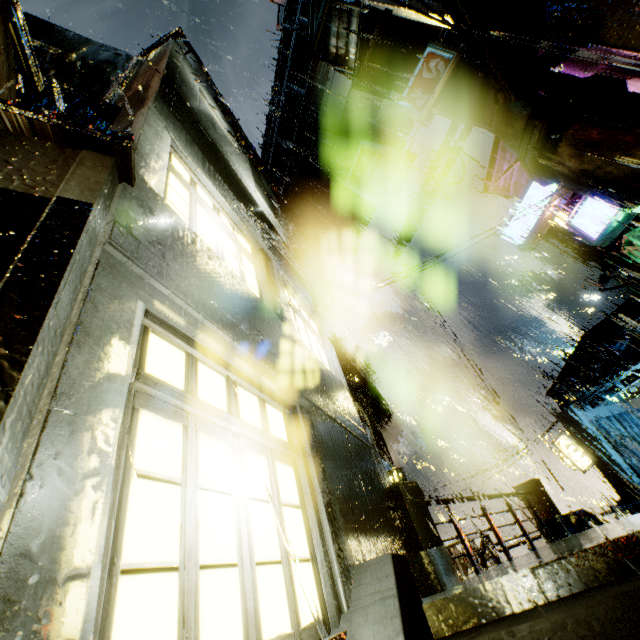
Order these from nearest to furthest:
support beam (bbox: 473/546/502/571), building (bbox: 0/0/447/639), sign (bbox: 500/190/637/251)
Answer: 1. building (bbox: 0/0/447/639)
2. support beam (bbox: 473/546/502/571)
3. sign (bbox: 500/190/637/251)

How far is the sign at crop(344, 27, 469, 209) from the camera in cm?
845

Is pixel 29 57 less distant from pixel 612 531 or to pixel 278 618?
pixel 278 618

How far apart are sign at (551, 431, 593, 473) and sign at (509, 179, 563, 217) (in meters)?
13.03

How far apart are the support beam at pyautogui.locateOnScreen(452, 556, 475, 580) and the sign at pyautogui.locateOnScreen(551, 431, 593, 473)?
14.28m

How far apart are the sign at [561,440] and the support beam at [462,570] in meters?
14.3

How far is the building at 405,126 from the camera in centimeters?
1848cm
